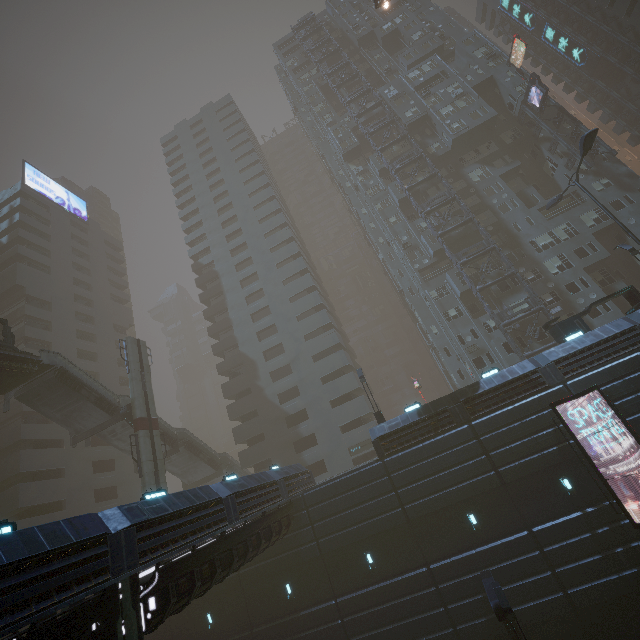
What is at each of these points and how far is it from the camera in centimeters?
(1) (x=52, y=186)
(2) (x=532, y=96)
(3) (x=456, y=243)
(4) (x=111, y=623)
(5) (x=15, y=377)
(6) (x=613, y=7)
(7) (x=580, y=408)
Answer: (1) sign, 5150cm
(2) sign, 3722cm
(3) building, 3819cm
(4) building, 962cm
(5) bridge, 2278cm
(6) building, 4341cm
(7) building, 1850cm

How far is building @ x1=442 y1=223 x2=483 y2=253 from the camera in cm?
3738

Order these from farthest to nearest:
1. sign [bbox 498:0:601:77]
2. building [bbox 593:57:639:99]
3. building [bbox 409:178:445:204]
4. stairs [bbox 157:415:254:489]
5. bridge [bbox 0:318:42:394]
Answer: sign [bbox 498:0:601:77] < building [bbox 593:57:639:99] < building [bbox 409:178:445:204] < stairs [bbox 157:415:254:489] < bridge [bbox 0:318:42:394]

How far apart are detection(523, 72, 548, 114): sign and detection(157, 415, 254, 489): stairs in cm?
5355

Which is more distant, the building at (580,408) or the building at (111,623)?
the building at (580,408)

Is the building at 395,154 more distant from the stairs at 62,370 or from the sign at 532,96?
the stairs at 62,370

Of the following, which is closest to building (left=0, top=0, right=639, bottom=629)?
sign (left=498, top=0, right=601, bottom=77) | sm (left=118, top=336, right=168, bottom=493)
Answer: sign (left=498, top=0, right=601, bottom=77)
